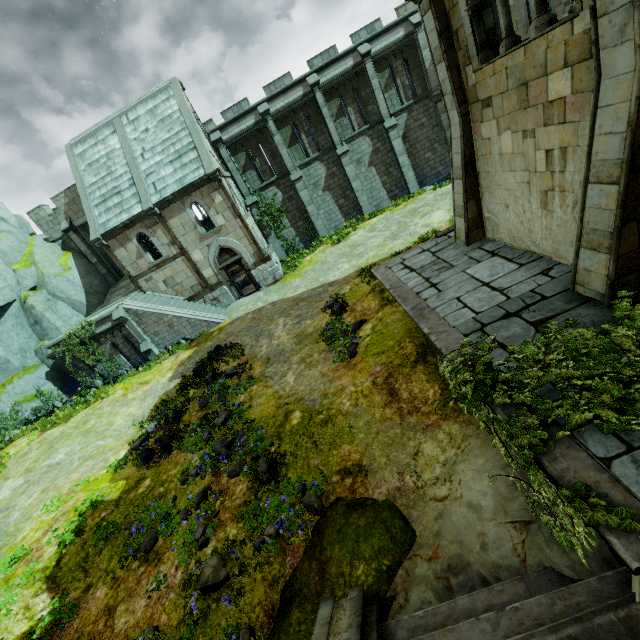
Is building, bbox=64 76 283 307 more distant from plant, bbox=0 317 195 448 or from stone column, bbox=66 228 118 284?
stone column, bbox=66 228 118 284

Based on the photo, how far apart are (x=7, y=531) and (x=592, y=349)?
15.78m

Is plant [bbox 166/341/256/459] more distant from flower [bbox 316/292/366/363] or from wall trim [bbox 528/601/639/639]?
wall trim [bbox 528/601/639/639]

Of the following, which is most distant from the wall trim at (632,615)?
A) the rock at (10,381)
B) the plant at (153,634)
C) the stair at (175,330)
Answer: the rock at (10,381)

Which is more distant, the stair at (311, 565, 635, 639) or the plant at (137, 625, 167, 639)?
the plant at (137, 625, 167, 639)

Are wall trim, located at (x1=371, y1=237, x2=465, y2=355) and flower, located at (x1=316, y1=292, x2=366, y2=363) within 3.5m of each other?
yes

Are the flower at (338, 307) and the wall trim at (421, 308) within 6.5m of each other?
yes

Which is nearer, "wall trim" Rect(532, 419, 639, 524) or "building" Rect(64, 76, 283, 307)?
"wall trim" Rect(532, 419, 639, 524)
